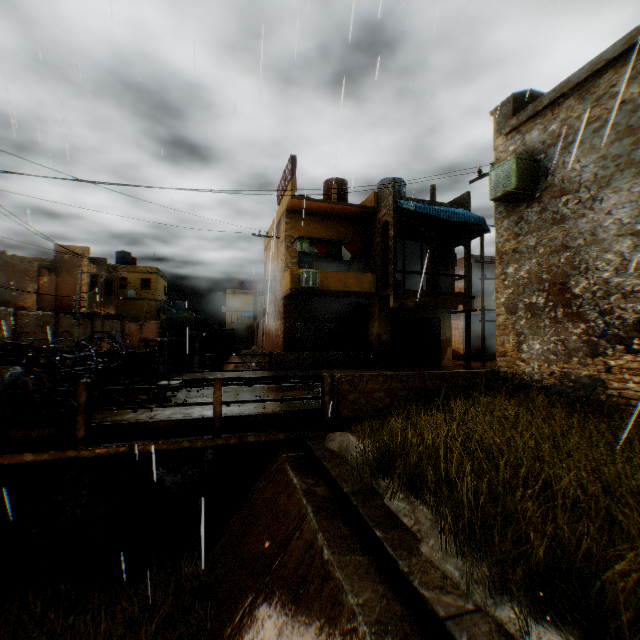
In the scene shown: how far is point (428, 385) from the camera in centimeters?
809cm

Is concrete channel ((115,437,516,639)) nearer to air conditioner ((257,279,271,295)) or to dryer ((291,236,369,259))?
air conditioner ((257,279,271,295))

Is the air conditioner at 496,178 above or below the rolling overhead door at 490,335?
above

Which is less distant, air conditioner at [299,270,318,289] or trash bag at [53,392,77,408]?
trash bag at [53,392,77,408]

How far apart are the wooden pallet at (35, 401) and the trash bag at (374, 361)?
11.3 meters

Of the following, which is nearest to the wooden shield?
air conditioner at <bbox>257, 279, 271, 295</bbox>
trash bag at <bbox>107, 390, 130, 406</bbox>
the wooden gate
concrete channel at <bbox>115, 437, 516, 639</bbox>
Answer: air conditioner at <bbox>257, 279, 271, 295</bbox>

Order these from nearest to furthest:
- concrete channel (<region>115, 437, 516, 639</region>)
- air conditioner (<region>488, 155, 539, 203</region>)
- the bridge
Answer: concrete channel (<region>115, 437, 516, 639</region>) < the bridge < air conditioner (<region>488, 155, 539, 203</region>)

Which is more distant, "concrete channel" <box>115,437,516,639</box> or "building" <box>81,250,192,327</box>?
"building" <box>81,250,192,327</box>
